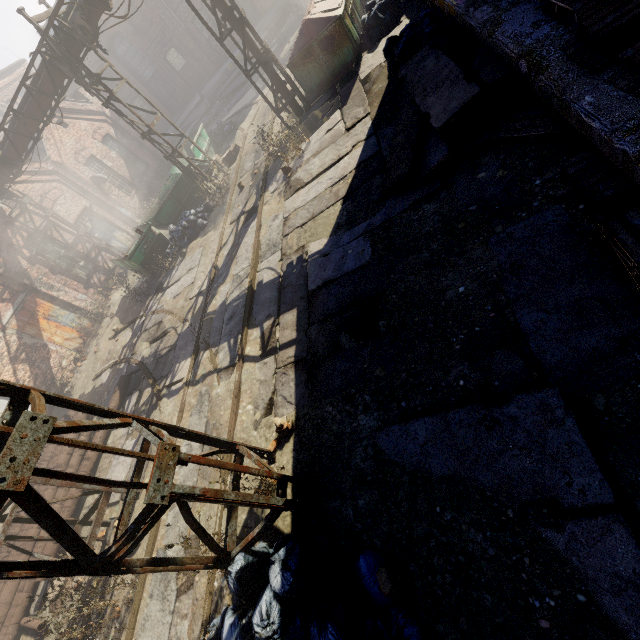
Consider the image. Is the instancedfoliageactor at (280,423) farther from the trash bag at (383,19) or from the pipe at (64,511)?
the trash bag at (383,19)

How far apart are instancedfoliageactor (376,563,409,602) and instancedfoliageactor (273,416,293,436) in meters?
1.9

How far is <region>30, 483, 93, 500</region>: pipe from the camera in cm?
810

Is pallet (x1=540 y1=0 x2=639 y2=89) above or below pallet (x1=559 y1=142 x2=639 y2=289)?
above

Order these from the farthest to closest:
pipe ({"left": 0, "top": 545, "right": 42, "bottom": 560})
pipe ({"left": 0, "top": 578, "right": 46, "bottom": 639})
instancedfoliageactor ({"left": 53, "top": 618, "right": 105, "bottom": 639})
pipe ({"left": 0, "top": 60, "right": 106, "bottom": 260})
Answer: pipe ({"left": 0, "top": 60, "right": 106, "bottom": 260}), pipe ({"left": 0, "top": 545, "right": 42, "bottom": 560}), pipe ({"left": 0, "top": 578, "right": 46, "bottom": 639}), instancedfoliageactor ({"left": 53, "top": 618, "right": 105, "bottom": 639})

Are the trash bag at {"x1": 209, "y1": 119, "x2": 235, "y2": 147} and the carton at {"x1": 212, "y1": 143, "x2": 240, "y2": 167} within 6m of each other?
yes

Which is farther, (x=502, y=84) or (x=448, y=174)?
(x=448, y=174)

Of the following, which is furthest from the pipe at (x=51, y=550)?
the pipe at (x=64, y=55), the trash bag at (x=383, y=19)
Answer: the trash bag at (x=383, y=19)
